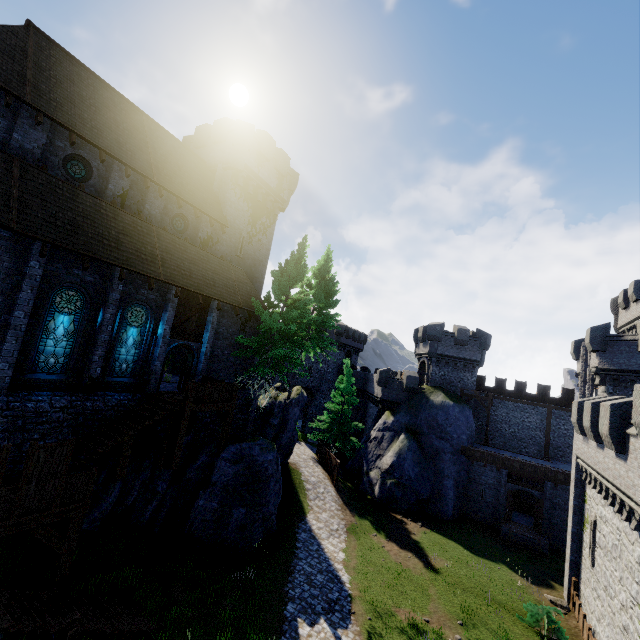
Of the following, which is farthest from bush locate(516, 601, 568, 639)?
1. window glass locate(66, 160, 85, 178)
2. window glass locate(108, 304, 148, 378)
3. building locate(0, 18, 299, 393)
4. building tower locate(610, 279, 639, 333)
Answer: window glass locate(66, 160, 85, 178)

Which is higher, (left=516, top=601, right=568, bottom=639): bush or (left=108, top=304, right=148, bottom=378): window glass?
(left=108, top=304, right=148, bottom=378): window glass

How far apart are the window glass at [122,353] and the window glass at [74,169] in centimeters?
690cm

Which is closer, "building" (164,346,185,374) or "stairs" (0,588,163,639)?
"stairs" (0,588,163,639)

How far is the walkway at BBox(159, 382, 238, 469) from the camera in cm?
1498

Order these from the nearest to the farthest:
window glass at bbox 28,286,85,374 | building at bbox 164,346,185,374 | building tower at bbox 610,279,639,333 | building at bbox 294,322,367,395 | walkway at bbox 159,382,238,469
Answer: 1. window glass at bbox 28,286,85,374
2. walkway at bbox 159,382,238,469
3. building at bbox 164,346,185,374
4. building tower at bbox 610,279,639,333
5. building at bbox 294,322,367,395

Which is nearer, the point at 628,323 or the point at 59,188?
the point at 59,188

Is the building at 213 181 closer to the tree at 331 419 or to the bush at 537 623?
the tree at 331 419
